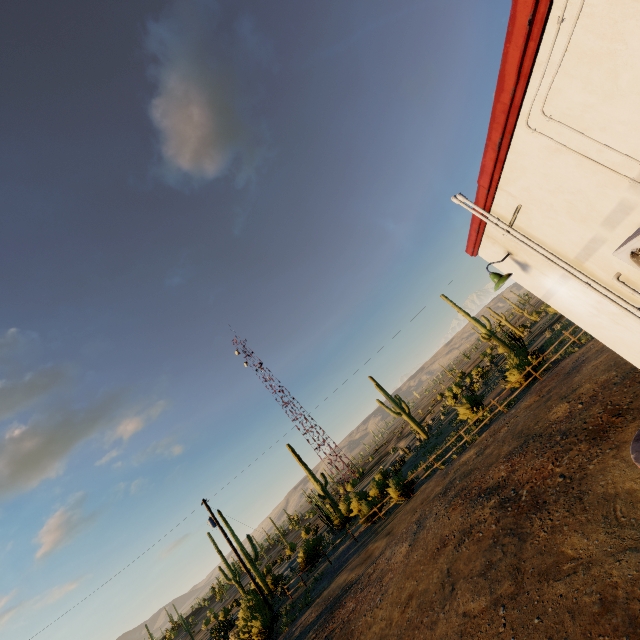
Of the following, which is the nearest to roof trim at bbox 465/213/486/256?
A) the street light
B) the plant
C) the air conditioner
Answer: the street light

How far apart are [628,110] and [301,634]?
19.83m

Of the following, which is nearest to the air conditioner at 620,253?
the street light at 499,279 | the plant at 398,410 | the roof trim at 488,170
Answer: the roof trim at 488,170

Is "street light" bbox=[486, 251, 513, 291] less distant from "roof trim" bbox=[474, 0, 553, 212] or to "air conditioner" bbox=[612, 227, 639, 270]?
"roof trim" bbox=[474, 0, 553, 212]

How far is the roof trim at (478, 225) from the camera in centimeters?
570cm

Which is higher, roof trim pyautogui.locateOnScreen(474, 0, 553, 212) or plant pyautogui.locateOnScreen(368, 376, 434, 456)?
roof trim pyautogui.locateOnScreen(474, 0, 553, 212)

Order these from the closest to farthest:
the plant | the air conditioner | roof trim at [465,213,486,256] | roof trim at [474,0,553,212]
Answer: roof trim at [474,0,553,212]
the air conditioner
roof trim at [465,213,486,256]
the plant

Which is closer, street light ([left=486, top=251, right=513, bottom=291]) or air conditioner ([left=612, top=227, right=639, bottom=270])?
air conditioner ([left=612, top=227, right=639, bottom=270])
